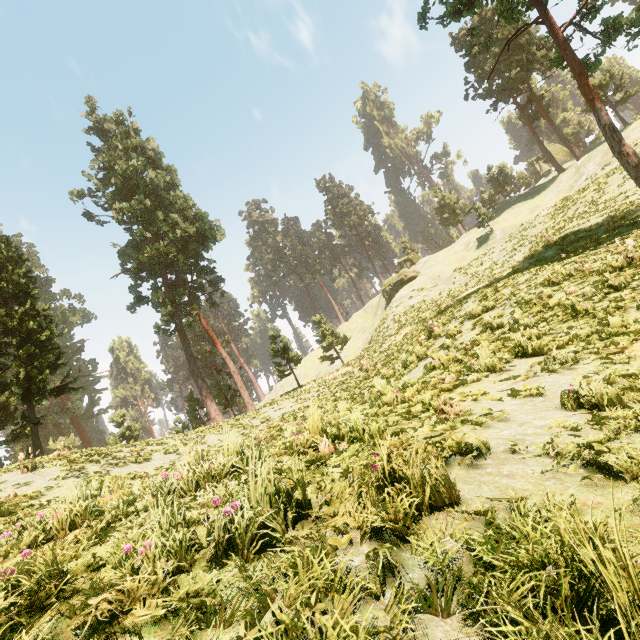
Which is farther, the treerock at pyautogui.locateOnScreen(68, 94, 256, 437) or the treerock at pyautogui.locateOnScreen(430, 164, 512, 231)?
the treerock at pyautogui.locateOnScreen(430, 164, 512, 231)

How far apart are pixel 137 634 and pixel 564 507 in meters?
2.0 m

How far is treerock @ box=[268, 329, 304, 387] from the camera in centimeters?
3027cm

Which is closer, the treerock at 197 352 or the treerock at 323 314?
the treerock at 197 352

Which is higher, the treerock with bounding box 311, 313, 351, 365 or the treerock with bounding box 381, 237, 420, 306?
the treerock with bounding box 381, 237, 420, 306

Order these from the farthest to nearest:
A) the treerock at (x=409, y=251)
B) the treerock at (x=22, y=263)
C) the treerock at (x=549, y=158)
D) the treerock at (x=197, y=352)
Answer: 1. the treerock at (x=409, y=251)
2. the treerock at (x=197, y=352)
3. the treerock at (x=22, y=263)
4. the treerock at (x=549, y=158)
